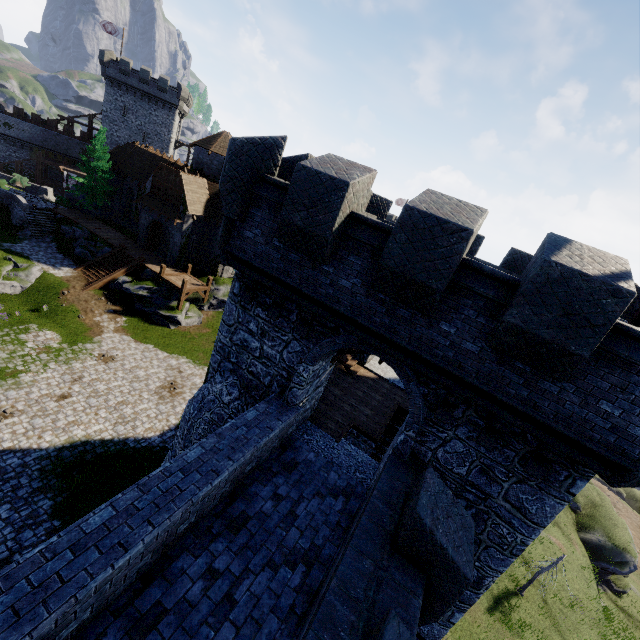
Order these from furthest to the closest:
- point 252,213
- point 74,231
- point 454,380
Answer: point 74,231 < point 252,213 < point 454,380

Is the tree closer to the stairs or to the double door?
the stairs

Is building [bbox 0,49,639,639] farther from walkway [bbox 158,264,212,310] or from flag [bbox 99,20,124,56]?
flag [bbox 99,20,124,56]

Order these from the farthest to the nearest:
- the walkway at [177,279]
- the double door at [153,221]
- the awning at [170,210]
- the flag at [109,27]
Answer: the flag at [109,27], the double door at [153,221], the awning at [170,210], the walkway at [177,279]

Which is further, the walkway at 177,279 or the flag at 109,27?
the flag at 109,27

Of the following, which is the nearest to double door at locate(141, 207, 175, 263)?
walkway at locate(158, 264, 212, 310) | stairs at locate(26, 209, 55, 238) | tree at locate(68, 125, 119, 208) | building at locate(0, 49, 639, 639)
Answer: walkway at locate(158, 264, 212, 310)

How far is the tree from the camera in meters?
34.8 m

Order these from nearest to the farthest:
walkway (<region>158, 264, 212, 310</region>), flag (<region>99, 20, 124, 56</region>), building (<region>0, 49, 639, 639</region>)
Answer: building (<region>0, 49, 639, 639</region>) < walkway (<region>158, 264, 212, 310</region>) < flag (<region>99, 20, 124, 56</region>)
